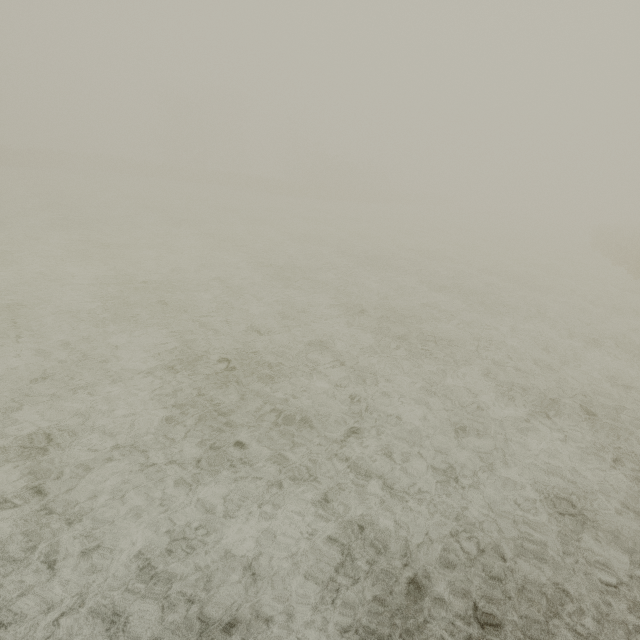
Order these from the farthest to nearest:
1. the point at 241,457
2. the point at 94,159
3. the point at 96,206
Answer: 1. the point at 94,159
2. the point at 96,206
3. the point at 241,457
